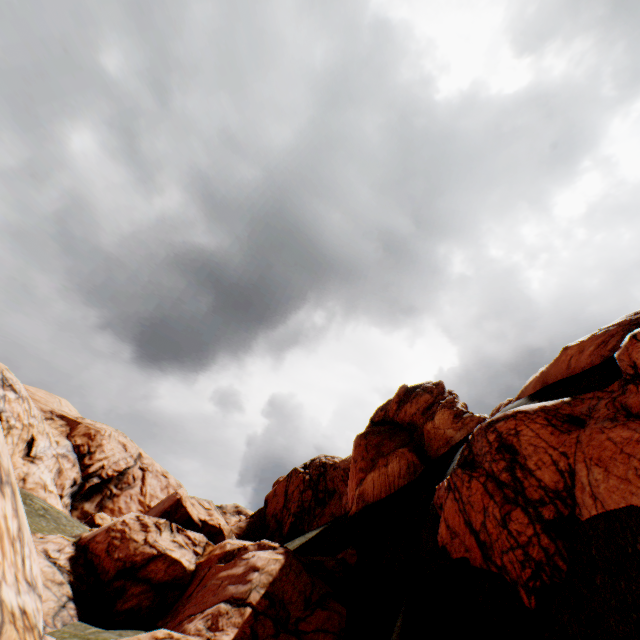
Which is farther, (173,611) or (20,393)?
(20,393)
